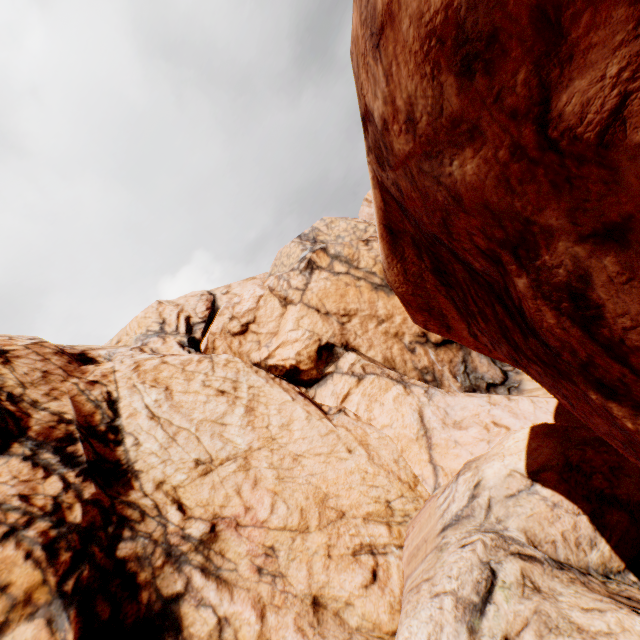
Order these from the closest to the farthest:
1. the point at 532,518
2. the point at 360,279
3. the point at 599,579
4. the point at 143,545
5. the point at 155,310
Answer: the point at 599,579
the point at 532,518
the point at 143,545
the point at 360,279
the point at 155,310
